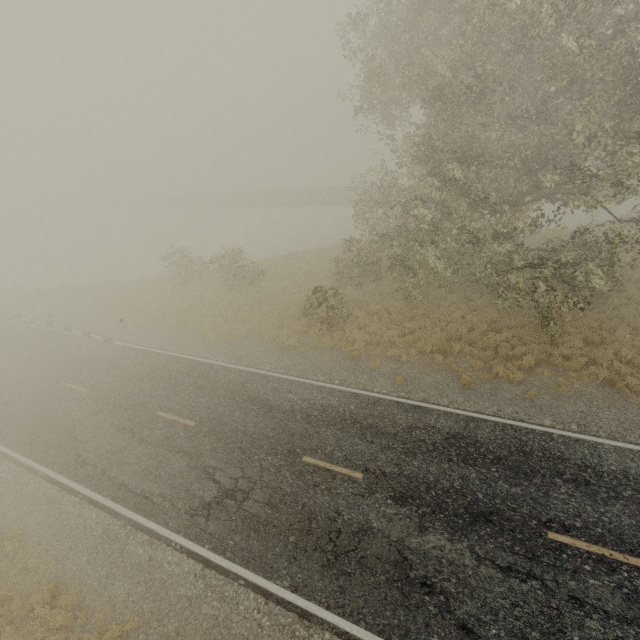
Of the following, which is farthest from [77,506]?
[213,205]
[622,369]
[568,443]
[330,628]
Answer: [213,205]
